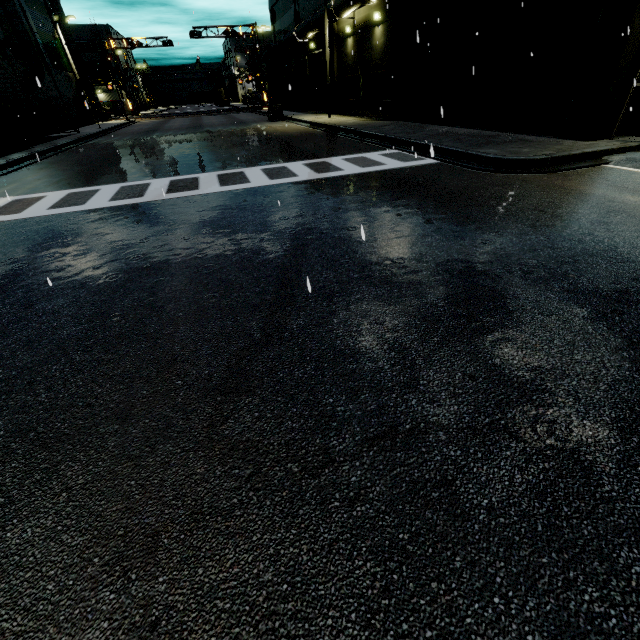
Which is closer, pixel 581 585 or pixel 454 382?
pixel 581 585

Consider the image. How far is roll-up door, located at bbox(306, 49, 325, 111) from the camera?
28.7 meters

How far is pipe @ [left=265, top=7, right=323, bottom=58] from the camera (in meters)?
23.08

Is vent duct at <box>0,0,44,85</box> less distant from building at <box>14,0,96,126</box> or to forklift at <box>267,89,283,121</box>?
building at <box>14,0,96,126</box>

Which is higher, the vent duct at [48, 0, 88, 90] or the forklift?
the vent duct at [48, 0, 88, 90]

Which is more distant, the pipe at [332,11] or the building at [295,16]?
the building at [295,16]

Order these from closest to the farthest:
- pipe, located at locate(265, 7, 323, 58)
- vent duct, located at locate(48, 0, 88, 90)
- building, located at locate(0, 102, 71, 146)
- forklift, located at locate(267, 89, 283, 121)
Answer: building, located at locate(0, 102, 71, 146) < pipe, located at locate(265, 7, 323, 58) < forklift, located at locate(267, 89, 283, 121) < vent duct, located at locate(48, 0, 88, 90)

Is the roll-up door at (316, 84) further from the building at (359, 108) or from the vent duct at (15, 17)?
the vent duct at (15, 17)
